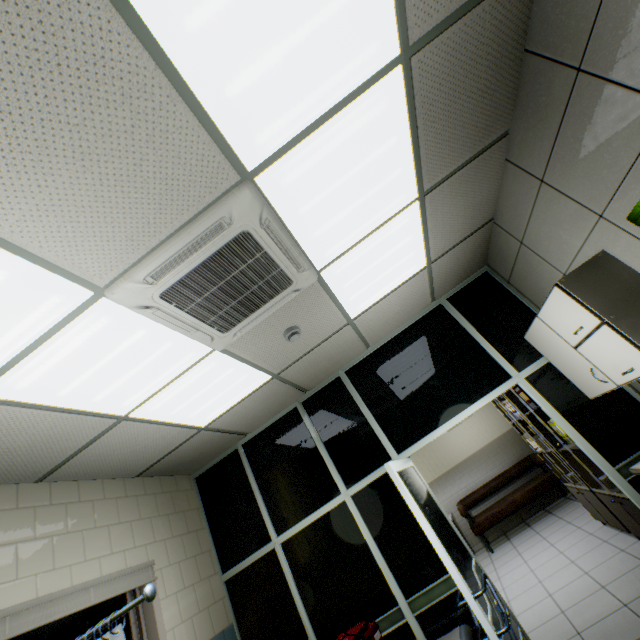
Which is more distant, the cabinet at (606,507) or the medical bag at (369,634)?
the cabinet at (606,507)

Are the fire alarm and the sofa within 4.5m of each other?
no

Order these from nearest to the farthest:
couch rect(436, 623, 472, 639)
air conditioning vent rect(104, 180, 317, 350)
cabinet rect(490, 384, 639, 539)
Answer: air conditioning vent rect(104, 180, 317, 350), couch rect(436, 623, 472, 639), cabinet rect(490, 384, 639, 539)

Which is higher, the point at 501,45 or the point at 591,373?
the point at 501,45

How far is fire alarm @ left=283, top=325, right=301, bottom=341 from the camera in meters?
2.9 m

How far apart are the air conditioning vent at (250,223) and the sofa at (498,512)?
6.8m

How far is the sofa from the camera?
6.5 meters

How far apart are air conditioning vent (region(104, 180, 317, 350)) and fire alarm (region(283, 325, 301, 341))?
0.4 meters
